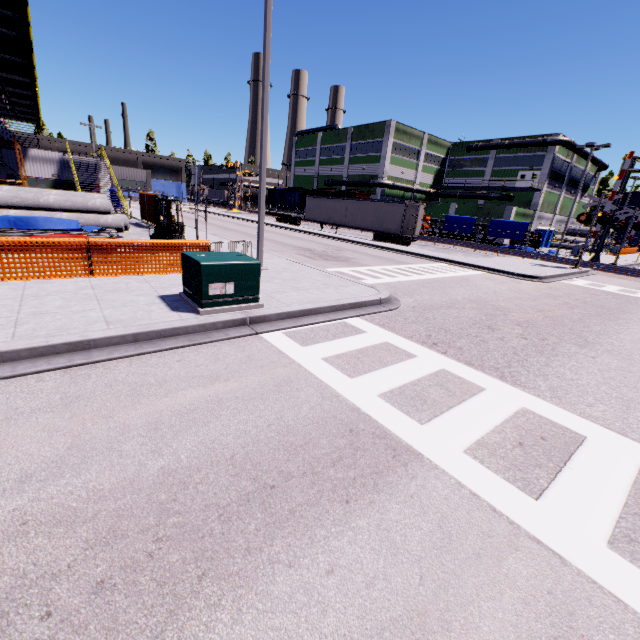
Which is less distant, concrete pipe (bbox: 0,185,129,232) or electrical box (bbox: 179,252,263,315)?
electrical box (bbox: 179,252,263,315)

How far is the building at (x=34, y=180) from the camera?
29.7m

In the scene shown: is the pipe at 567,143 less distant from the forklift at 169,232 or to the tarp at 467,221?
the tarp at 467,221

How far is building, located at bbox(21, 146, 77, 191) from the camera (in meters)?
29.66

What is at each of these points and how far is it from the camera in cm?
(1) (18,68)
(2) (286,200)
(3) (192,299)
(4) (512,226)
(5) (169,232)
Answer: (1) balcony, 1708
(2) cargo car, 5925
(3) electrical box, 718
(4) tarp, 3475
(5) forklift, 1366

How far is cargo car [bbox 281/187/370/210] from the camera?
46.5m

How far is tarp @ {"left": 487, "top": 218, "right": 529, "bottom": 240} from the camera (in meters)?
34.03

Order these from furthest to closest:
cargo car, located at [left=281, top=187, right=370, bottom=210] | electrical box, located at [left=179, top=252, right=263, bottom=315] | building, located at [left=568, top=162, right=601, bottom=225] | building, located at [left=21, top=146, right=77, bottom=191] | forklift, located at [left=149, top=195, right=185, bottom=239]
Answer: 1. building, located at [left=568, top=162, right=601, bottom=225]
2. cargo car, located at [left=281, top=187, right=370, bottom=210]
3. building, located at [left=21, top=146, right=77, bottom=191]
4. forklift, located at [left=149, top=195, right=185, bottom=239]
5. electrical box, located at [left=179, top=252, right=263, bottom=315]
